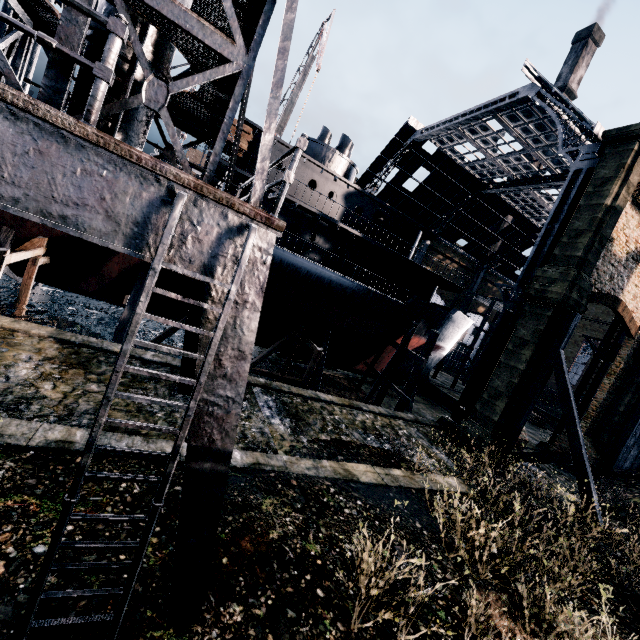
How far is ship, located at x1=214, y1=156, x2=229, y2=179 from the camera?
18.0 meters

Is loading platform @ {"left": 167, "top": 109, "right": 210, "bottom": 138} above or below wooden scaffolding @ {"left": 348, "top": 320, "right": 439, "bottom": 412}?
above

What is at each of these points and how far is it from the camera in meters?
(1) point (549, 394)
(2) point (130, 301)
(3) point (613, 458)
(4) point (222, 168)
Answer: (1) wood pile, 52.2 m
(2) wooden scaffolding, 18.0 m
(3) wooden brace, 22.4 m
(4) ship, 19.4 m

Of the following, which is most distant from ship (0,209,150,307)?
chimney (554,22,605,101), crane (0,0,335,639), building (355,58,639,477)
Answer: building (355,58,639,477)

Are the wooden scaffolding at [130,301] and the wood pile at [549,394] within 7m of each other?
no

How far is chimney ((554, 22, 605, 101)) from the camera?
54.22m

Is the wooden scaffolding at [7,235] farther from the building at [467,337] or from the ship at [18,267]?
the building at [467,337]

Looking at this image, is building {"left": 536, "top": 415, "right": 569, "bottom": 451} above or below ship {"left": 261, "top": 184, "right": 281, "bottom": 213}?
below
